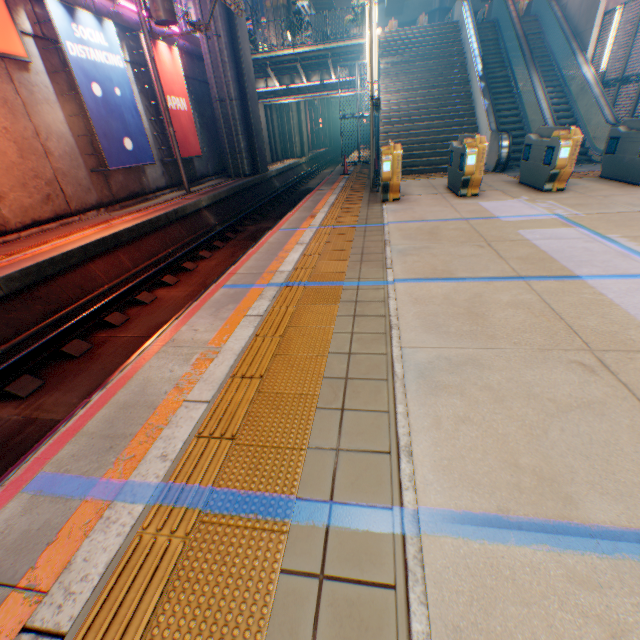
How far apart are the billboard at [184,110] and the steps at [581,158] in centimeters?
1531cm

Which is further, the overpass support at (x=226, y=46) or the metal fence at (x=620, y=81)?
the overpass support at (x=226, y=46)

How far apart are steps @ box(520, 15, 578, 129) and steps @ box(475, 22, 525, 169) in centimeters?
40cm

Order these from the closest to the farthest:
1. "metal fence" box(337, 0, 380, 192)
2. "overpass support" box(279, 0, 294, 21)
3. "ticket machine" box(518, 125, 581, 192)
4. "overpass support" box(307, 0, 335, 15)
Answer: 1. "ticket machine" box(518, 125, 581, 192)
2. "metal fence" box(337, 0, 380, 192)
3. "overpass support" box(279, 0, 294, 21)
4. "overpass support" box(307, 0, 335, 15)

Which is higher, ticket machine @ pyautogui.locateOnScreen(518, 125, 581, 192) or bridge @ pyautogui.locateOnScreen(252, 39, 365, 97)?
bridge @ pyautogui.locateOnScreen(252, 39, 365, 97)

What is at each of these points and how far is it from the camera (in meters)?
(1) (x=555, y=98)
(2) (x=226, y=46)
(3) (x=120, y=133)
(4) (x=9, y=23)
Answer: (1) steps, 13.84
(2) overpass support, 15.82
(3) billboard, 11.28
(4) sign, 8.34

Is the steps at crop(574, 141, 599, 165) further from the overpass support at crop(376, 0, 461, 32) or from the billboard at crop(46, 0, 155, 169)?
the billboard at crop(46, 0, 155, 169)

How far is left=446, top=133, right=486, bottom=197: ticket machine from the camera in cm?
763
